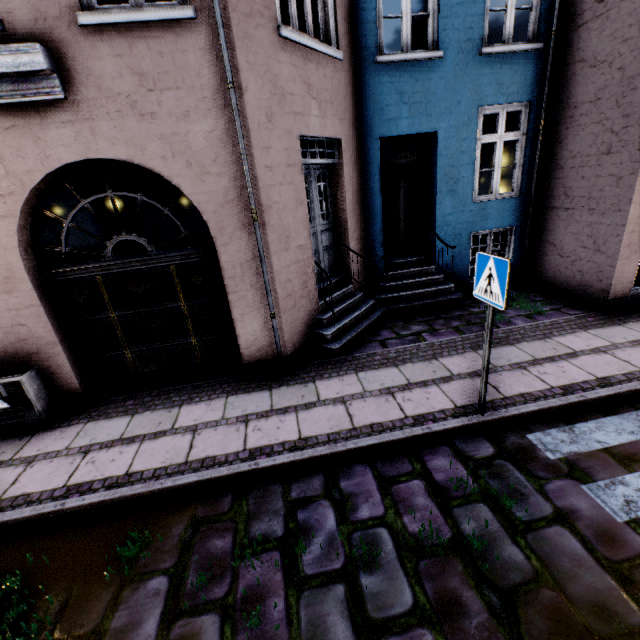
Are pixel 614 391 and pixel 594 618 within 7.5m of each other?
yes

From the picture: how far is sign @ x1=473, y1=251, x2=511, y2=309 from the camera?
2.98m

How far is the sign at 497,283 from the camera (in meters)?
2.98

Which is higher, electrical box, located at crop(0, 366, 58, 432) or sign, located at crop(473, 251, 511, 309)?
sign, located at crop(473, 251, 511, 309)

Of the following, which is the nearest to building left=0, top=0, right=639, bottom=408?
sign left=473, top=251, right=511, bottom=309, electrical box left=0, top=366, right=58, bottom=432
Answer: electrical box left=0, top=366, right=58, bottom=432

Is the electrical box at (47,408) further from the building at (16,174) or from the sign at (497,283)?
the sign at (497,283)
